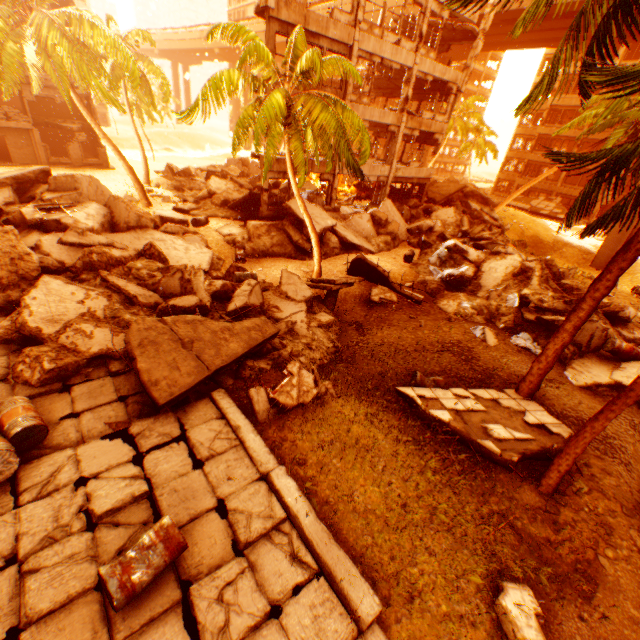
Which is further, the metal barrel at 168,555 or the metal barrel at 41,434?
the metal barrel at 41,434

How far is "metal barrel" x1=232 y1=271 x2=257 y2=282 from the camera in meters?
11.6

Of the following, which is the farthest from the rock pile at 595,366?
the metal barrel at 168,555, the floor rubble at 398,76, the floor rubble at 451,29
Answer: the floor rubble at 451,29

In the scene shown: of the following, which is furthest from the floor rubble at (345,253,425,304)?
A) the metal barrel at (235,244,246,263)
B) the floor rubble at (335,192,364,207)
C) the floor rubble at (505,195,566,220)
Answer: the floor rubble at (505,195,566,220)

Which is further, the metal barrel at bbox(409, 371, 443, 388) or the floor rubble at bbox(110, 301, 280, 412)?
the metal barrel at bbox(409, 371, 443, 388)

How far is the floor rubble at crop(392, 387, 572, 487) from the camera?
7.1 meters

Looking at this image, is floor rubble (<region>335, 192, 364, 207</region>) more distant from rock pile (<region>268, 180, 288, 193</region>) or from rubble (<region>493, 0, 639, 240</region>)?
rubble (<region>493, 0, 639, 240</region>)

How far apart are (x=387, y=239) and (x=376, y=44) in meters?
10.1
